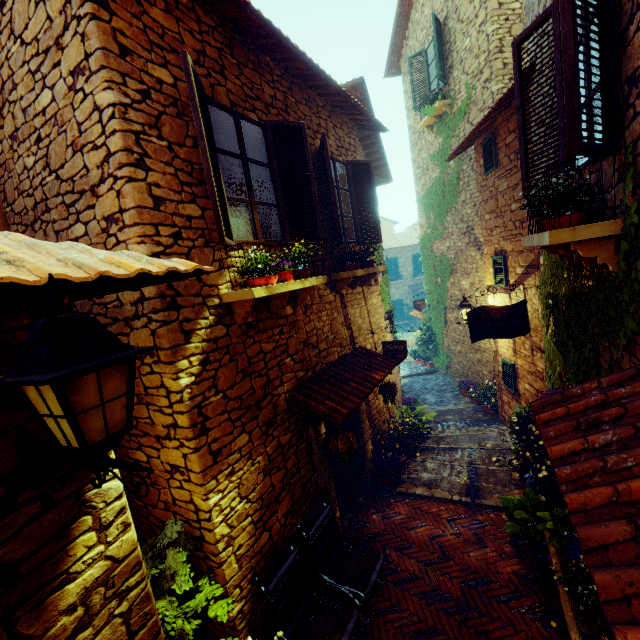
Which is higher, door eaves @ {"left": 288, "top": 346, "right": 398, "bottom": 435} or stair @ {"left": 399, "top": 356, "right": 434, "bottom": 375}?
door eaves @ {"left": 288, "top": 346, "right": 398, "bottom": 435}

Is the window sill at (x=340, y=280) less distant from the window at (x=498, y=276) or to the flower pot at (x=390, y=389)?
the flower pot at (x=390, y=389)

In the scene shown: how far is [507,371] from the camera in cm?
770

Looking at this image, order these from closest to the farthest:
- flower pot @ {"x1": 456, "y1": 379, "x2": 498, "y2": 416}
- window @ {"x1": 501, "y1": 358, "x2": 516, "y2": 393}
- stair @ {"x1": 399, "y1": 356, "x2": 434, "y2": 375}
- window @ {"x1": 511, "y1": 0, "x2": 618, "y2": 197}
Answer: window @ {"x1": 511, "y1": 0, "x2": 618, "y2": 197}, window @ {"x1": 501, "y1": 358, "x2": 516, "y2": 393}, flower pot @ {"x1": 456, "y1": 379, "x2": 498, "y2": 416}, stair @ {"x1": 399, "y1": 356, "x2": 434, "y2": 375}

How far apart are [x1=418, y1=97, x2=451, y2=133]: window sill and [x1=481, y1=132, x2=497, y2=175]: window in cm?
320

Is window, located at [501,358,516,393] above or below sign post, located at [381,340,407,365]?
below

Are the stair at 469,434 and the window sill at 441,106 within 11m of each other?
yes

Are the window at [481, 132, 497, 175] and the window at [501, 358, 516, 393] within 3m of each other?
no
